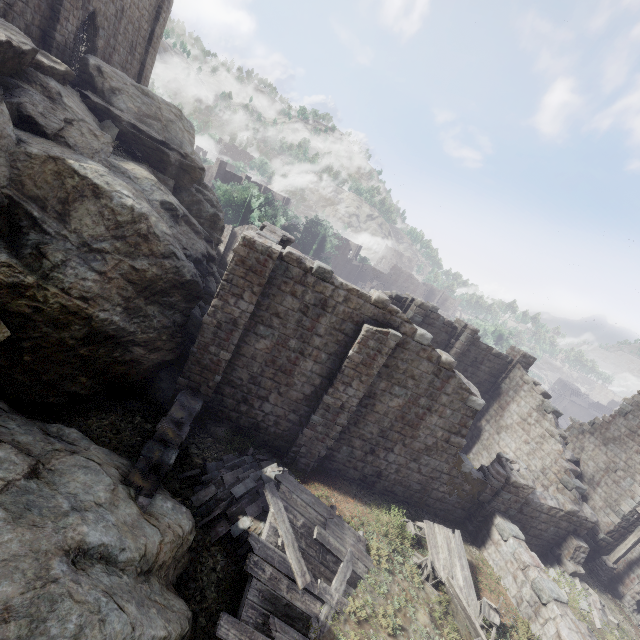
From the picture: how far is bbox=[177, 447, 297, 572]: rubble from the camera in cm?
874

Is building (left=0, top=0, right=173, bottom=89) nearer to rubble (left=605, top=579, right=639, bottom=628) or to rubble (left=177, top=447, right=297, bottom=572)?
rubble (left=605, top=579, right=639, bottom=628)

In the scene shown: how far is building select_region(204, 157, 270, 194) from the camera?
49.72m

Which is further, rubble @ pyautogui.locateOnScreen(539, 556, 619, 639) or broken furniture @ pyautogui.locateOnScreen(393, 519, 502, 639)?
rubble @ pyautogui.locateOnScreen(539, 556, 619, 639)

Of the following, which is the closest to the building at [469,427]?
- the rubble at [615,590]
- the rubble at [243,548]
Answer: the rubble at [615,590]

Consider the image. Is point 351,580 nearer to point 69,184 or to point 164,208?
point 69,184

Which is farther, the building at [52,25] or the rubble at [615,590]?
the rubble at [615,590]

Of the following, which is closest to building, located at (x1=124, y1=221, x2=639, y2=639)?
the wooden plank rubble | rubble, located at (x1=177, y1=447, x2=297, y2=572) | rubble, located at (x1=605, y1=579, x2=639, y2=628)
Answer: rubble, located at (x1=605, y1=579, x2=639, y2=628)
